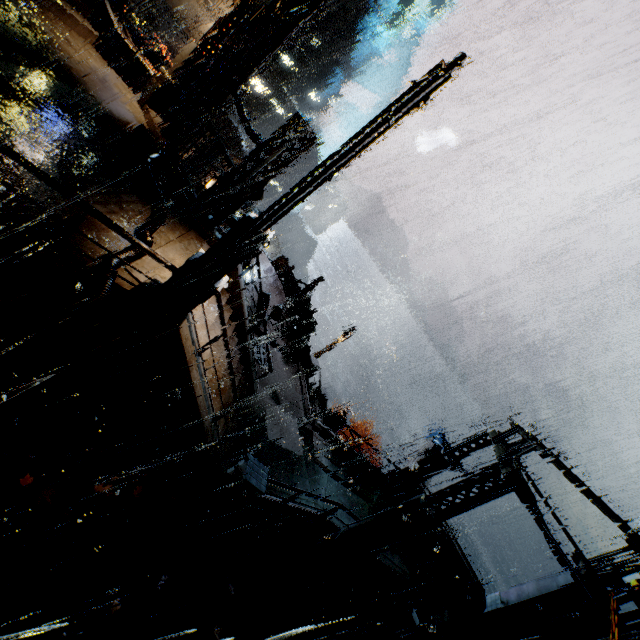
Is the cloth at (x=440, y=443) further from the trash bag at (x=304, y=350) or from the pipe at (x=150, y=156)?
the pipe at (x=150, y=156)

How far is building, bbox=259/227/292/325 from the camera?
23.2 meters

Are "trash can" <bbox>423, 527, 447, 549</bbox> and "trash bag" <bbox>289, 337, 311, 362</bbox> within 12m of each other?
yes

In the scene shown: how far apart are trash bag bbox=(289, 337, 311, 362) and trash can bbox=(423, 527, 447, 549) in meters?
10.4 m

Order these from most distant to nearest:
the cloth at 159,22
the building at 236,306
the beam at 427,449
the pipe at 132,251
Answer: the cloth at 159,22, the beam at 427,449, the building at 236,306, the pipe at 132,251

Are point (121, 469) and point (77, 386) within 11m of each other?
→ yes

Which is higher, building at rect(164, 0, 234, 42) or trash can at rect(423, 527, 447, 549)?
building at rect(164, 0, 234, 42)

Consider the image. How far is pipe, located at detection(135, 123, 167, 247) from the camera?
8.0 meters
